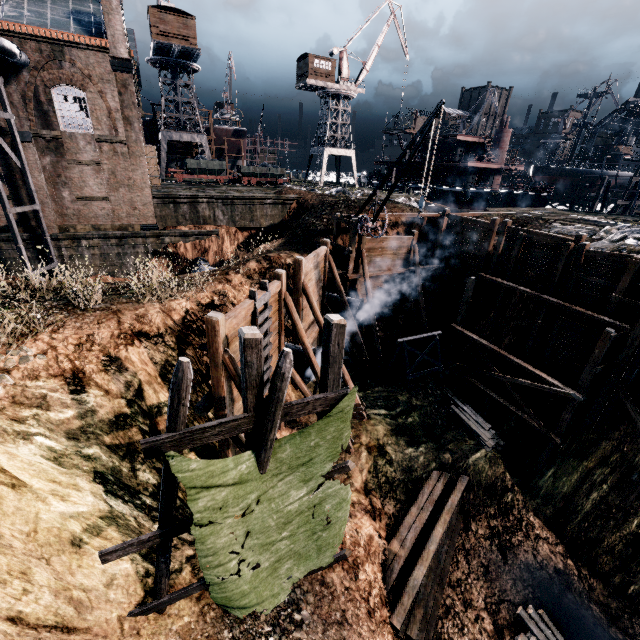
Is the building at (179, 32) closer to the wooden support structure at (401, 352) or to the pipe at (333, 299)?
the pipe at (333, 299)

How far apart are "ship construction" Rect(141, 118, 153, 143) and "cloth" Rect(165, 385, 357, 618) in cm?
6104

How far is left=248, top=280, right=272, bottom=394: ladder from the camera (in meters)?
11.05

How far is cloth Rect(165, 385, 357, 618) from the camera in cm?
684

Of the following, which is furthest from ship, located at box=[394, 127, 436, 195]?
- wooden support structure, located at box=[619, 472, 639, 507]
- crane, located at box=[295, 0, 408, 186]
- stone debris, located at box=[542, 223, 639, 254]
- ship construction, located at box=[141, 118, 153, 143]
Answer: ship construction, located at box=[141, 118, 153, 143]

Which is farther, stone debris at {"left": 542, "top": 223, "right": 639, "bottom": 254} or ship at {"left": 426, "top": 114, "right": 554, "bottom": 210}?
ship at {"left": 426, "top": 114, "right": 554, "bottom": 210}

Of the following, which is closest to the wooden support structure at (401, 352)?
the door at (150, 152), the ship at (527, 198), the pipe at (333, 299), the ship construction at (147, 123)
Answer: the pipe at (333, 299)

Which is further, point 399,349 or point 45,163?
point 45,163
